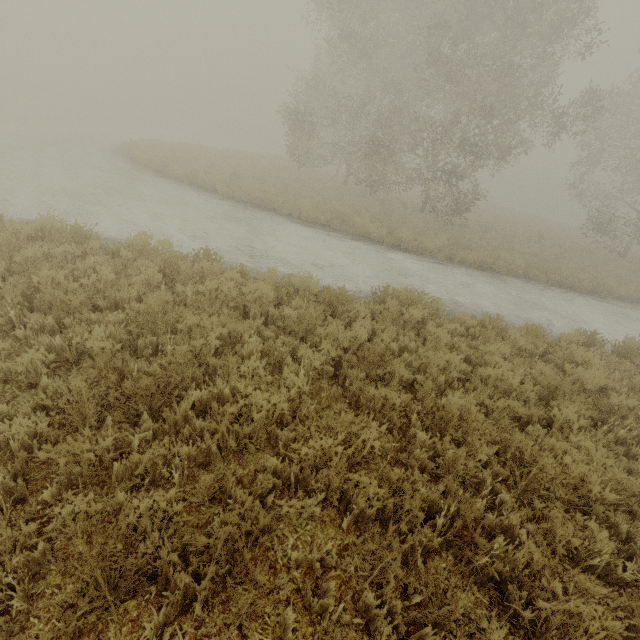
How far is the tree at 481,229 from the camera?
18.2m

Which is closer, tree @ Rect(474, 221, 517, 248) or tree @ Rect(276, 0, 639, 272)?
tree @ Rect(276, 0, 639, 272)

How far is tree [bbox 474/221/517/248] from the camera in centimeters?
1825cm

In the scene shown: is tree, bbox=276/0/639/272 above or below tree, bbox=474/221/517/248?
above

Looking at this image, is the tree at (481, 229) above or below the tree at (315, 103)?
below

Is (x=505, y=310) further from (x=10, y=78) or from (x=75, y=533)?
(x=10, y=78)
